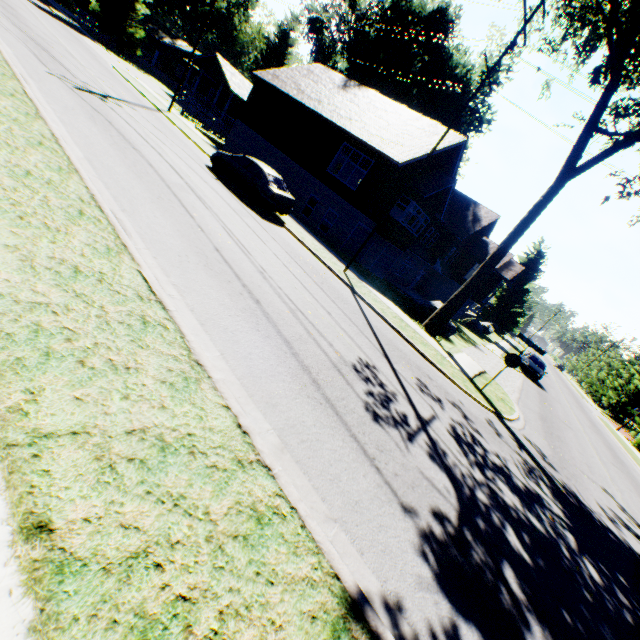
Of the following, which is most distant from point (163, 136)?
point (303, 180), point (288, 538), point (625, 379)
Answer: point (625, 379)

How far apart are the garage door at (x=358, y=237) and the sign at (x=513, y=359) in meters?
12.8 m

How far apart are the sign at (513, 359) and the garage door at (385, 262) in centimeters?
1597cm

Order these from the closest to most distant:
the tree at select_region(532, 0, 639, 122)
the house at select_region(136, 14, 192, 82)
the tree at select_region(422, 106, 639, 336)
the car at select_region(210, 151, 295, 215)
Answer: the tree at select_region(532, 0, 639, 122) < the tree at select_region(422, 106, 639, 336) < the car at select_region(210, 151, 295, 215) < the house at select_region(136, 14, 192, 82)

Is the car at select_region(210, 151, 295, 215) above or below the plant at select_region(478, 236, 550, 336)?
below

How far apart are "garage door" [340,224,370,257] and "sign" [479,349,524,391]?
12.78m

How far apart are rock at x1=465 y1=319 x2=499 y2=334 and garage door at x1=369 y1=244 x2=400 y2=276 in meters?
16.5 m

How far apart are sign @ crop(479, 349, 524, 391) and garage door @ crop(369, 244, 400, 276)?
15.97m
